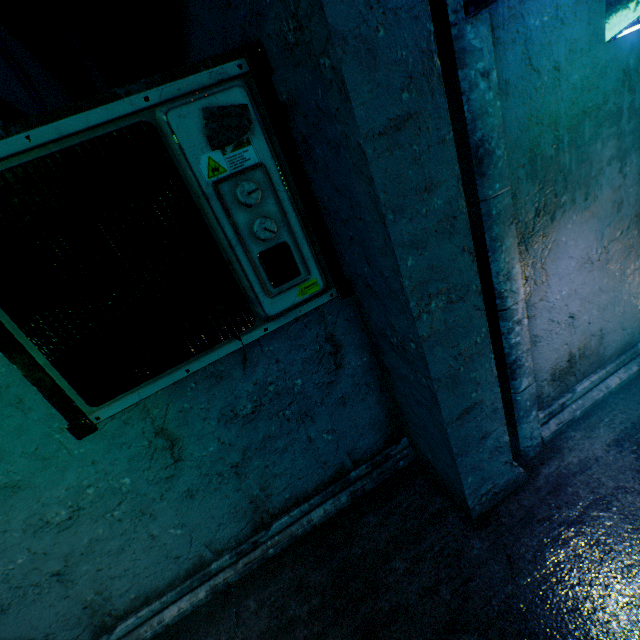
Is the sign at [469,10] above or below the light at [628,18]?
above

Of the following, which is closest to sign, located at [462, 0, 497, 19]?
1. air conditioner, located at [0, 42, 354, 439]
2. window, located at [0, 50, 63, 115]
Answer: air conditioner, located at [0, 42, 354, 439]

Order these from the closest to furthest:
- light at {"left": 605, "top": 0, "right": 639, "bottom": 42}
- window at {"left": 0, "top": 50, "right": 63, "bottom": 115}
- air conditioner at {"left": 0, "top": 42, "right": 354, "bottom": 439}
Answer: air conditioner at {"left": 0, "top": 42, "right": 354, "bottom": 439} < light at {"left": 605, "top": 0, "right": 639, "bottom": 42} < window at {"left": 0, "top": 50, "right": 63, "bottom": 115}

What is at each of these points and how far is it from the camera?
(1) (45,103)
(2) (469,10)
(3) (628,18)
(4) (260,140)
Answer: (1) window, 4.1m
(2) sign, 1.3m
(3) light, 1.6m
(4) air conditioner, 1.1m

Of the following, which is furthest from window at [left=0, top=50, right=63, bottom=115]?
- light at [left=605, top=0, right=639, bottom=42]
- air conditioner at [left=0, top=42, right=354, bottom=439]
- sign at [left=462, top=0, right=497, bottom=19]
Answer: light at [left=605, top=0, right=639, bottom=42]

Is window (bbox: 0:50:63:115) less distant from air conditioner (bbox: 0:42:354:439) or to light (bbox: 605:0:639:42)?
air conditioner (bbox: 0:42:354:439)

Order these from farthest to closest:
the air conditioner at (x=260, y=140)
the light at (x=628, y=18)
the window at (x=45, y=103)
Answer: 1. the window at (x=45, y=103)
2. the light at (x=628, y=18)
3. the air conditioner at (x=260, y=140)

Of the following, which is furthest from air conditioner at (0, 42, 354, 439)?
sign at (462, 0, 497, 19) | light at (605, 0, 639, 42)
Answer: light at (605, 0, 639, 42)
